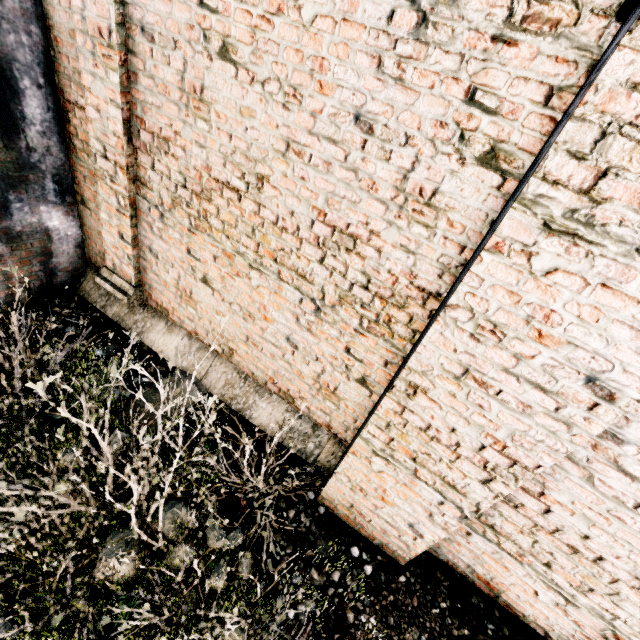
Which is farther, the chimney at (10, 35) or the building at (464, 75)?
the chimney at (10, 35)

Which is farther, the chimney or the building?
the chimney

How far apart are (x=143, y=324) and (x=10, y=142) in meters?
2.5
